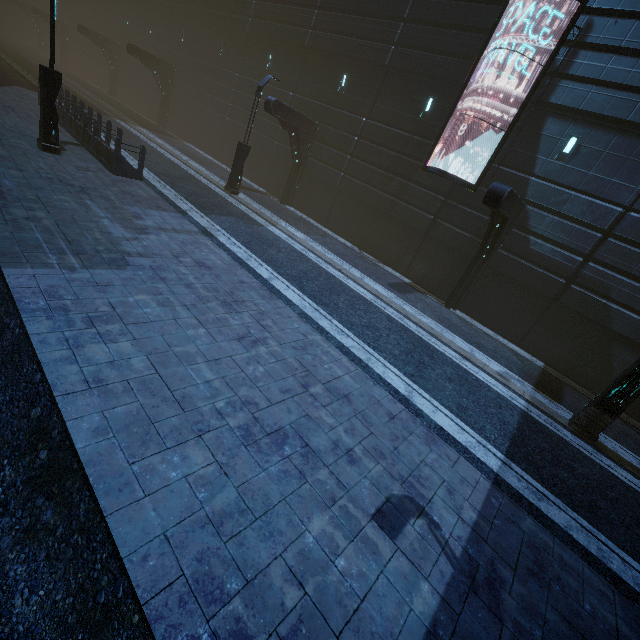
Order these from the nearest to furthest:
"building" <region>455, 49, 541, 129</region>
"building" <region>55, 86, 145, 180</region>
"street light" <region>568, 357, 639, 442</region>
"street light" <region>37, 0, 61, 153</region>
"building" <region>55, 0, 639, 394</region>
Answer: "street light" <region>568, 357, 639, 442</region> < "street light" <region>37, 0, 61, 153</region> < "building" <region>55, 0, 639, 394</region> < "building" <region>55, 86, 145, 180</region> < "building" <region>455, 49, 541, 129</region>

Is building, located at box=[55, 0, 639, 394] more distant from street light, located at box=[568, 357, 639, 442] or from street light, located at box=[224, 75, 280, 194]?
street light, located at box=[568, 357, 639, 442]

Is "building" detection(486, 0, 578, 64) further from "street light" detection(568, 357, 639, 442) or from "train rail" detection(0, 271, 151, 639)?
"street light" detection(568, 357, 639, 442)

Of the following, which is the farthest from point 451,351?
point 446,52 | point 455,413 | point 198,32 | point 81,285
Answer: point 198,32

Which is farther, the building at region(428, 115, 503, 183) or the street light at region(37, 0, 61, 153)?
the building at region(428, 115, 503, 183)

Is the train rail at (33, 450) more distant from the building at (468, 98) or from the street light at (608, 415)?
the street light at (608, 415)

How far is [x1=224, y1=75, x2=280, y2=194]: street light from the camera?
15.0m

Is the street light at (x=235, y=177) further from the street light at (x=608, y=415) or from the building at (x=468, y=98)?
the street light at (x=608, y=415)
